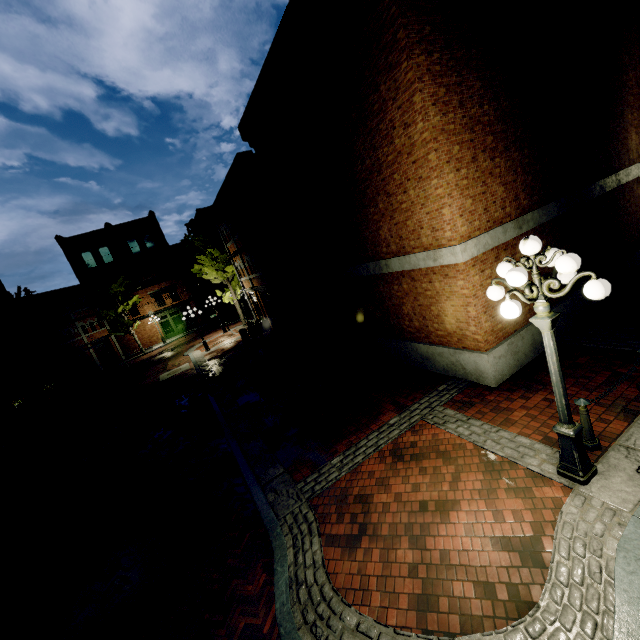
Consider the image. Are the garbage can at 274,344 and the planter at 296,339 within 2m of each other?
yes

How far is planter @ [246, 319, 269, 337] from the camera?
23.15m

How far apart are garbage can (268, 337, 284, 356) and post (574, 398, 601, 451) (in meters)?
12.70

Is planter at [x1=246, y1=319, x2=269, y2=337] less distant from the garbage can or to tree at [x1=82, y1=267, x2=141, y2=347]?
tree at [x1=82, y1=267, x2=141, y2=347]

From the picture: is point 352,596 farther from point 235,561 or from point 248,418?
point 248,418

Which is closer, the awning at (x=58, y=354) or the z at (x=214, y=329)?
the awning at (x=58, y=354)

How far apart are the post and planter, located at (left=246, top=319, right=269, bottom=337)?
20.1m

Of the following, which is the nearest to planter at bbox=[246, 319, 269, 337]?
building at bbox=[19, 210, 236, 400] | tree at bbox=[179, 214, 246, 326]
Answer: tree at bbox=[179, 214, 246, 326]
